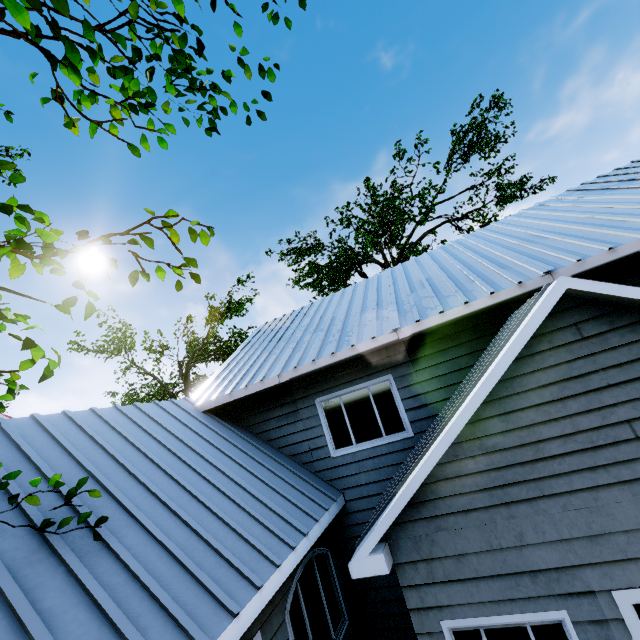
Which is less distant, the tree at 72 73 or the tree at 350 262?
the tree at 72 73

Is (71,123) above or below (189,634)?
above

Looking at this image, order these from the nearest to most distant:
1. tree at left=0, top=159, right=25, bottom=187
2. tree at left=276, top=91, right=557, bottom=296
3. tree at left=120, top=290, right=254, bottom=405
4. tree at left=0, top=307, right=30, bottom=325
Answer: tree at left=0, top=307, right=30, bottom=325
tree at left=0, top=159, right=25, bottom=187
tree at left=120, top=290, right=254, bottom=405
tree at left=276, top=91, right=557, bottom=296

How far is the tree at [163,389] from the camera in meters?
16.4

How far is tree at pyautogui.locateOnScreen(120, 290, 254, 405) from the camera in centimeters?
1642cm

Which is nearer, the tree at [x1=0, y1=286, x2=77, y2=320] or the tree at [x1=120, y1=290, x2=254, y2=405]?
the tree at [x1=0, y1=286, x2=77, y2=320]
